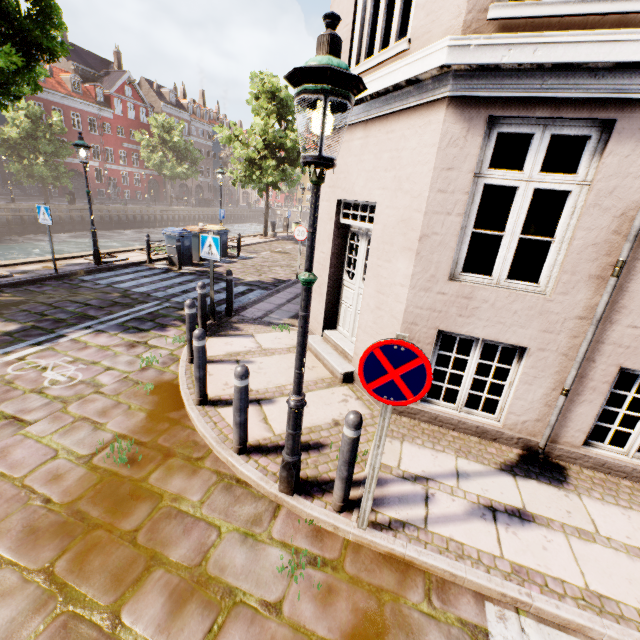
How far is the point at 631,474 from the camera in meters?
3.9 m

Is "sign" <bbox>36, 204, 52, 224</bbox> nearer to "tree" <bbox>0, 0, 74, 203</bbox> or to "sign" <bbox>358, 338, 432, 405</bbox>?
"tree" <bbox>0, 0, 74, 203</bbox>

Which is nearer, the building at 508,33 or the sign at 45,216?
the building at 508,33

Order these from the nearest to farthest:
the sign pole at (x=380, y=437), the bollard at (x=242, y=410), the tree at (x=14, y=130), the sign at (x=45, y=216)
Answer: the sign pole at (x=380, y=437) < the bollard at (x=242, y=410) < the tree at (x=14, y=130) < the sign at (x=45, y=216)

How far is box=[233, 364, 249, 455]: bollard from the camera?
3.4 meters

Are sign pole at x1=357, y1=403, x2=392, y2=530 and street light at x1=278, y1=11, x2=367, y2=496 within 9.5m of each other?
yes

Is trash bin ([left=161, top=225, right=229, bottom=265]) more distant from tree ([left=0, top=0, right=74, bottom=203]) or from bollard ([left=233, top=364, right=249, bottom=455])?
bollard ([left=233, top=364, right=249, bottom=455])

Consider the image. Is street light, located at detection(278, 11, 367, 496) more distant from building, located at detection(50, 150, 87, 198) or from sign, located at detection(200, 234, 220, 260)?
building, located at detection(50, 150, 87, 198)
